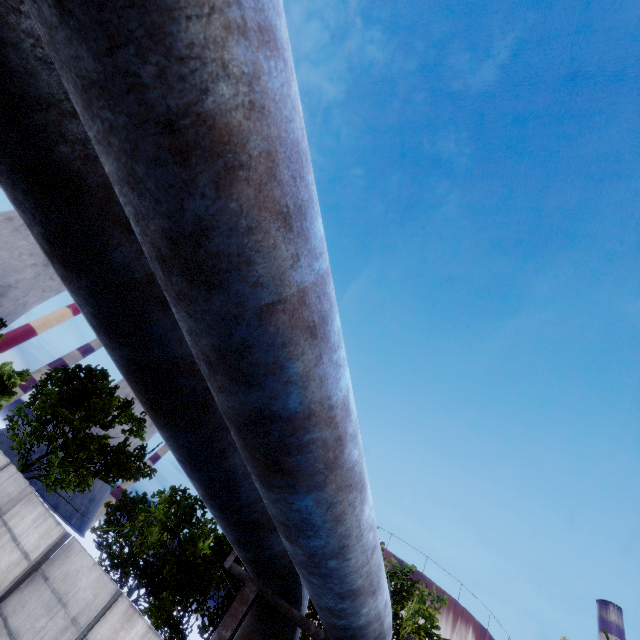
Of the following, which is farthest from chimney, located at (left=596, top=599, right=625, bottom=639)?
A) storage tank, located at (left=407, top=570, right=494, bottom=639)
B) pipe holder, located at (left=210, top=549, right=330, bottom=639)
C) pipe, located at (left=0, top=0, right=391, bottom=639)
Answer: pipe holder, located at (left=210, top=549, right=330, bottom=639)

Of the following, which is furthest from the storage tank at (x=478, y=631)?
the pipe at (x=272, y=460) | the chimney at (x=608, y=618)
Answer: the pipe at (x=272, y=460)

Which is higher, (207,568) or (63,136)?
(207,568)

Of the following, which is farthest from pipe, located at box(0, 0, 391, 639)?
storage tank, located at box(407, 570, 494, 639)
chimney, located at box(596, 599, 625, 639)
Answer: storage tank, located at box(407, 570, 494, 639)

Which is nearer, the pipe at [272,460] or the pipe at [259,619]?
the pipe at [272,460]

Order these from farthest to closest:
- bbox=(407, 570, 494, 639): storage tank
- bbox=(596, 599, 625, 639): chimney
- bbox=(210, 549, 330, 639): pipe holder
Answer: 1. bbox=(407, 570, 494, 639): storage tank
2. bbox=(596, 599, 625, 639): chimney
3. bbox=(210, 549, 330, 639): pipe holder

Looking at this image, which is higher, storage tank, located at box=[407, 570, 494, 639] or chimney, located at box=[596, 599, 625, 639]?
chimney, located at box=[596, 599, 625, 639]

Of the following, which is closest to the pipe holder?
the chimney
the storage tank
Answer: the chimney
